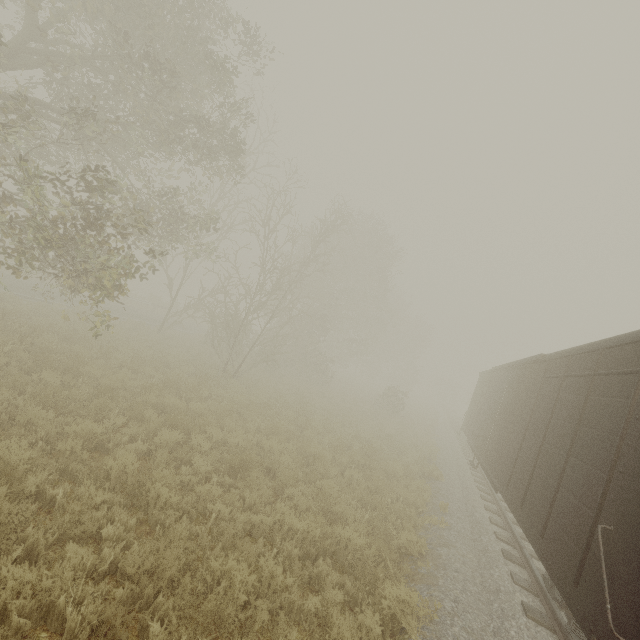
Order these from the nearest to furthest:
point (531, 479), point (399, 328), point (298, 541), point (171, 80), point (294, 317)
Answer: point (298, 541)
point (531, 479)
point (171, 80)
point (294, 317)
point (399, 328)
